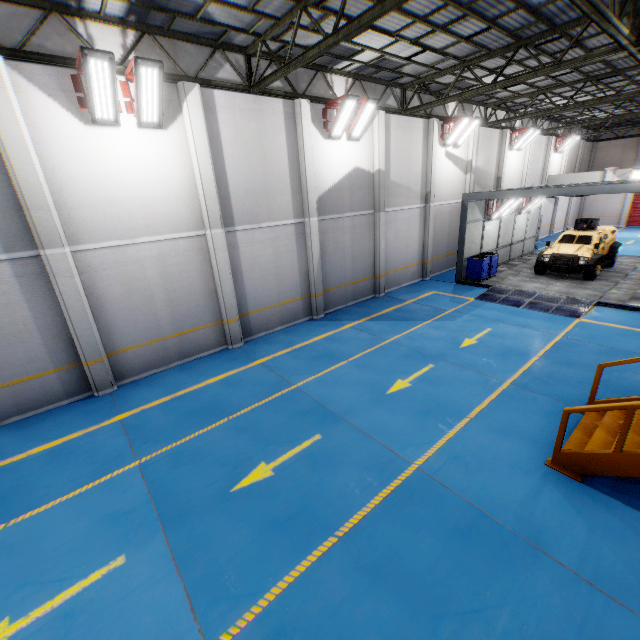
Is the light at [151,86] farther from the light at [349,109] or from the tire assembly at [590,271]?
the tire assembly at [590,271]

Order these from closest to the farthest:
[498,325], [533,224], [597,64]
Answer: [498,325], [597,64], [533,224]

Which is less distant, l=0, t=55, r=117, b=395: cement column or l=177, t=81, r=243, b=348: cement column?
l=0, t=55, r=117, b=395: cement column

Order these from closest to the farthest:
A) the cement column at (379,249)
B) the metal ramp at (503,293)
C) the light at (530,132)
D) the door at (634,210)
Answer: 1. the metal ramp at (503,293)
2. the cement column at (379,249)
3. the light at (530,132)
4. the door at (634,210)

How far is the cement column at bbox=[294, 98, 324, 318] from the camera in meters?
11.1 m

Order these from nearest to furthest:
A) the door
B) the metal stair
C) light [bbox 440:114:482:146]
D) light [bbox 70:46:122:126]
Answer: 1. the metal stair
2. light [bbox 70:46:122:126]
3. light [bbox 440:114:482:146]
4. the door

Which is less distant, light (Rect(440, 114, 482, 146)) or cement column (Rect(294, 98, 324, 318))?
cement column (Rect(294, 98, 324, 318))

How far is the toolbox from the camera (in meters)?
16.12
